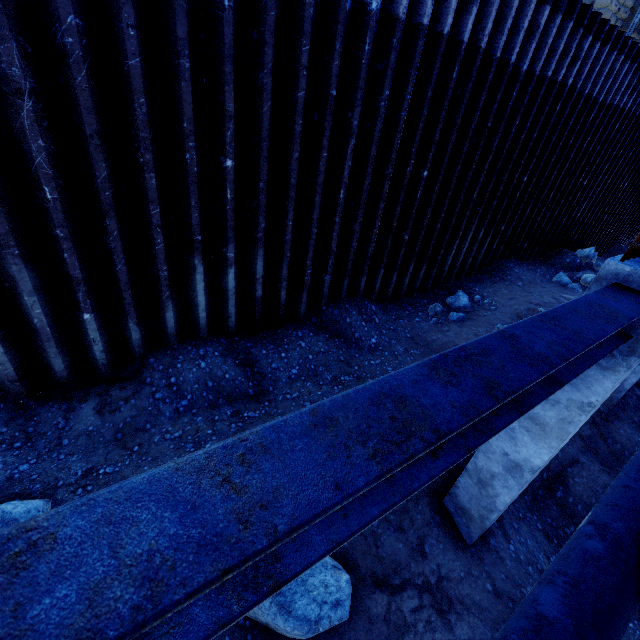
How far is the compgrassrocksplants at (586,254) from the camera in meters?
11.3 m

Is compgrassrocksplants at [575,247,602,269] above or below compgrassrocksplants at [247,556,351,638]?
above

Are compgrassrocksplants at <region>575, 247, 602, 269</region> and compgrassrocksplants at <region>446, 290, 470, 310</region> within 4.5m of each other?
no

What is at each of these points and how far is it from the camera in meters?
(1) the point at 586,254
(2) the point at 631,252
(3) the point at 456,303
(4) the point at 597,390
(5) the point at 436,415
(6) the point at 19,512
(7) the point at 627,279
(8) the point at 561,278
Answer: (1) compgrassrocksplants, 11.4 m
(2) rebar, 2.8 m
(3) compgrassrocksplants, 8.4 m
(4) concrete column, 3.0 m
(5) steel beam, 1.2 m
(6) compgrassrocksplants, 3.5 m
(7) concrete column, 2.7 m
(8) compgrassrocksplants, 10.4 m

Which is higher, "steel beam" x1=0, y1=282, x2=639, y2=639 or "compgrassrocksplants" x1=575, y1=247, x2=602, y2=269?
"steel beam" x1=0, y1=282, x2=639, y2=639

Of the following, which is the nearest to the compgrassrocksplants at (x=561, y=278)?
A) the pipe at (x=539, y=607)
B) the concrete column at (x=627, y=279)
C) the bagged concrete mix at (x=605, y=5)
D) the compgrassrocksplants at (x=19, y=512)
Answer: the pipe at (x=539, y=607)

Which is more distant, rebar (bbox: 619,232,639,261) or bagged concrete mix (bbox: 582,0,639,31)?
bagged concrete mix (bbox: 582,0,639,31)

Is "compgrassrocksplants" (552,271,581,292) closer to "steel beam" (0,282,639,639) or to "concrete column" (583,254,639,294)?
"concrete column" (583,254,639,294)
